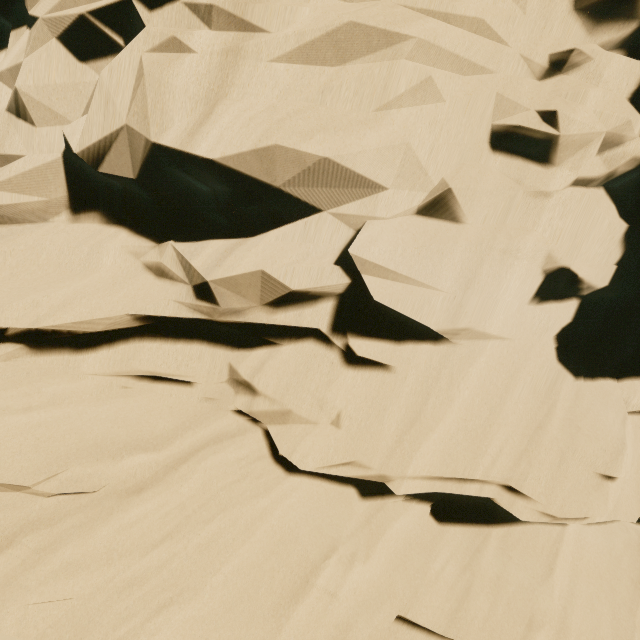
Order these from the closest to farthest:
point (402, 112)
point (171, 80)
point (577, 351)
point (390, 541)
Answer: point (171, 80), point (402, 112), point (390, 541), point (577, 351)
